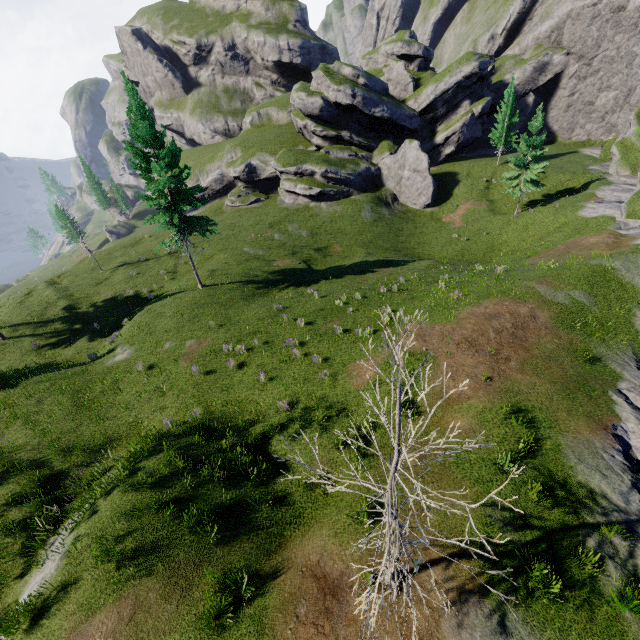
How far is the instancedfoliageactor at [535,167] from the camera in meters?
32.8 m

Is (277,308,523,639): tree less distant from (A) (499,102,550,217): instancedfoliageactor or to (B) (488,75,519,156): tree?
(A) (499,102,550,217): instancedfoliageactor

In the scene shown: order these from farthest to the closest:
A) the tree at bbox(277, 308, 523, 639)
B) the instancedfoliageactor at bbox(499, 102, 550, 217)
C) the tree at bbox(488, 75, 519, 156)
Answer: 1. the tree at bbox(488, 75, 519, 156)
2. the instancedfoliageactor at bbox(499, 102, 550, 217)
3. the tree at bbox(277, 308, 523, 639)

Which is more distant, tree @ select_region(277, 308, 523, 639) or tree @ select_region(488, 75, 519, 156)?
tree @ select_region(488, 75, 519, 156)

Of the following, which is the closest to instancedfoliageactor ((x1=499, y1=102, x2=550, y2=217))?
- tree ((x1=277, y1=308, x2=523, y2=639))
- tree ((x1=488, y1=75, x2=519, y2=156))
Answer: tree ((x1=488, y1=75, x2=519, y2=156))

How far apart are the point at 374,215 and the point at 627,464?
38.14m

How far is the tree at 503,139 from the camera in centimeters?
4144cm
